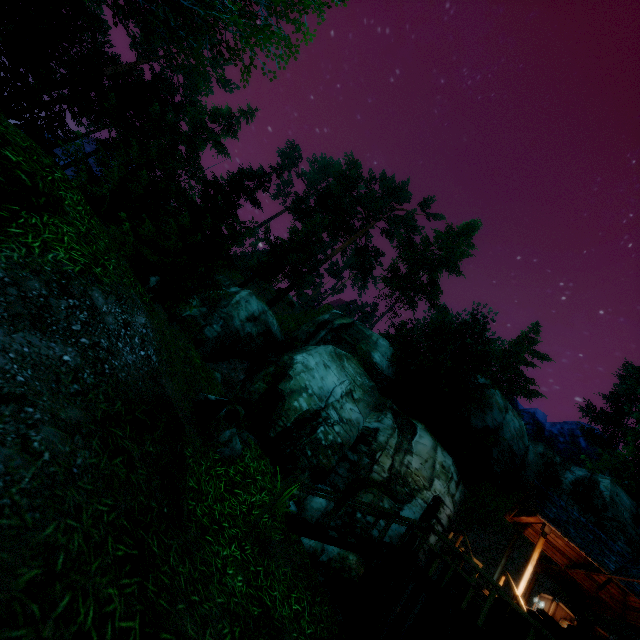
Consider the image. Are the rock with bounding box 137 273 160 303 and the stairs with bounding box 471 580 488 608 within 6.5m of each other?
no

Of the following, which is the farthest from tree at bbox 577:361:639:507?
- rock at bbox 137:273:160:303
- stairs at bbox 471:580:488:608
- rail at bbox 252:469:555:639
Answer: stairs at bbox 471:580:488:608

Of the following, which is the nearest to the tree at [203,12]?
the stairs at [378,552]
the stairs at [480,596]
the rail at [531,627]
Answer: the rail at [531,627]

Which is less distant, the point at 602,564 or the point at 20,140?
the point at 20,140

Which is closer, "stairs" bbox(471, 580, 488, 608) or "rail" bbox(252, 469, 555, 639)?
"rail" bbox(252, 469, 555, 639)

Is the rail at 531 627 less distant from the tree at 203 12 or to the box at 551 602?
the box at 551 602

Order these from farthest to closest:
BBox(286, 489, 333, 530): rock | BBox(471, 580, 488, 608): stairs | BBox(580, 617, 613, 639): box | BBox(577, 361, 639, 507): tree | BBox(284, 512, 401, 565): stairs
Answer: BBox(577, 361, 639, 507): tree
BBox(286, 489, 333, 530): rock
BBox(580, 617, 613, 639): box
BBox(471, 580, 488, 608): stairs
BBox(284, 512, 401, 565): stairs

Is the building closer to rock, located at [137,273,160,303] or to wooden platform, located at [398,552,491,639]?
wooden platform, located at [398,552,491,639]
